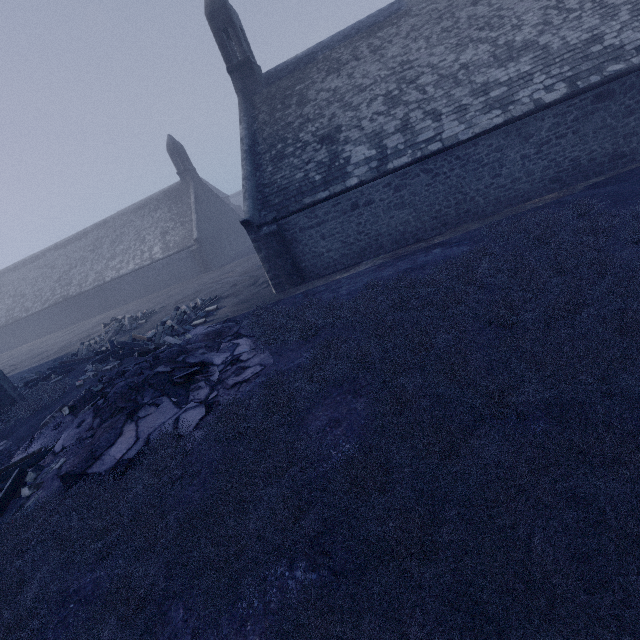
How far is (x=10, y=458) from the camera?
8.9 meters

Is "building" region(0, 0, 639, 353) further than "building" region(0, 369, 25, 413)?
No

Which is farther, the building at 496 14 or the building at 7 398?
the building at 7 398
